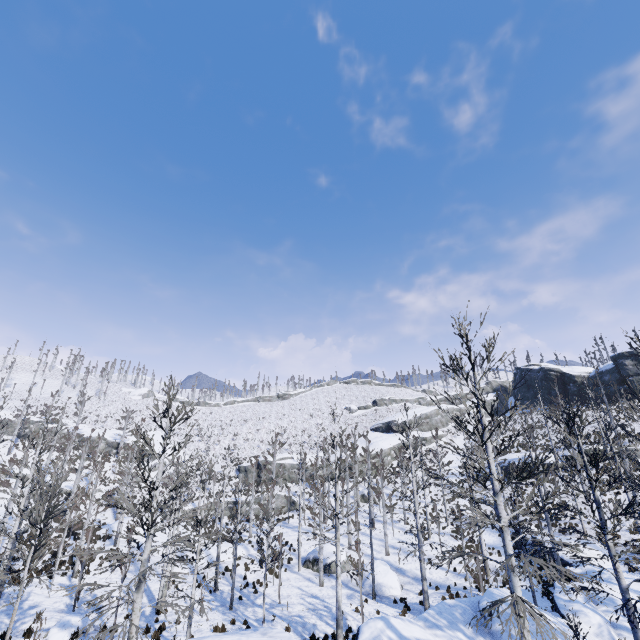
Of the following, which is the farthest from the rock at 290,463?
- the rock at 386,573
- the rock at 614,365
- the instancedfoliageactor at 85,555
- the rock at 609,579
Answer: the rock at 386,573

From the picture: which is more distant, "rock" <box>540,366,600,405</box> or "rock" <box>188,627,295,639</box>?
"rock" <box>540,366,600,405</box>

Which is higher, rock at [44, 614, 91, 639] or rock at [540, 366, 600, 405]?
rock at [540, 366, 600, 405]

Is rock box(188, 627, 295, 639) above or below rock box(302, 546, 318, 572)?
above

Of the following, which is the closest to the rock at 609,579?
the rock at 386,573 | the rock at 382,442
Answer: the rock at 386,573

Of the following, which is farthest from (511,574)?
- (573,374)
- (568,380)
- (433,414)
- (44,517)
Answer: (568,380)

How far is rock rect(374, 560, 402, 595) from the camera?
21.9 meters
